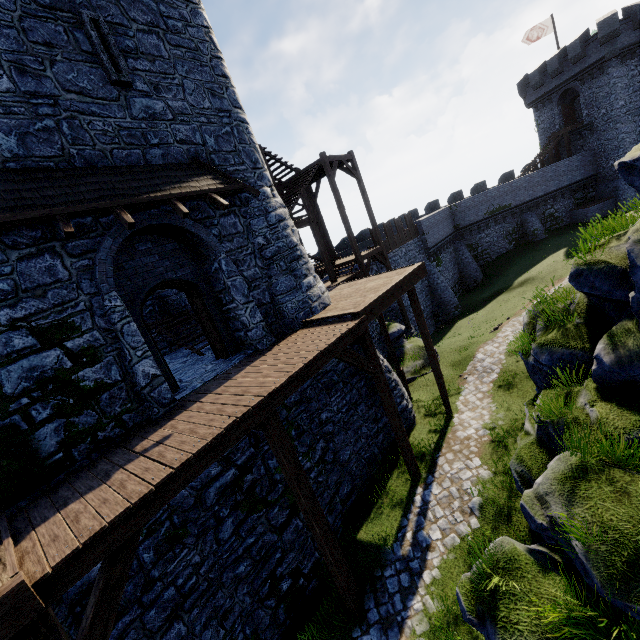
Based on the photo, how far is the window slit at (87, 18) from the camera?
7.4 meters

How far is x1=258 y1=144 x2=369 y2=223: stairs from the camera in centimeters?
1660cm

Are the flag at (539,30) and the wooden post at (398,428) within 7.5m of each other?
no

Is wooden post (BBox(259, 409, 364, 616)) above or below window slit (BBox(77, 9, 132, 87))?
below

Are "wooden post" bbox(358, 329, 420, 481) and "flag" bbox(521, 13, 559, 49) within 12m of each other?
no

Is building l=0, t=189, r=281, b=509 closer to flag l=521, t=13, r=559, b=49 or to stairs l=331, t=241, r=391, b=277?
stairs l=331, t=241, r=391, b=277

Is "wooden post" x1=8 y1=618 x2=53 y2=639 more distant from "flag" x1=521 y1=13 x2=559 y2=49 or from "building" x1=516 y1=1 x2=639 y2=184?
"flag" x1=521 y1=13 x2=559 y2=49

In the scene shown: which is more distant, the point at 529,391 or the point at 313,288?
the point at 529,391
